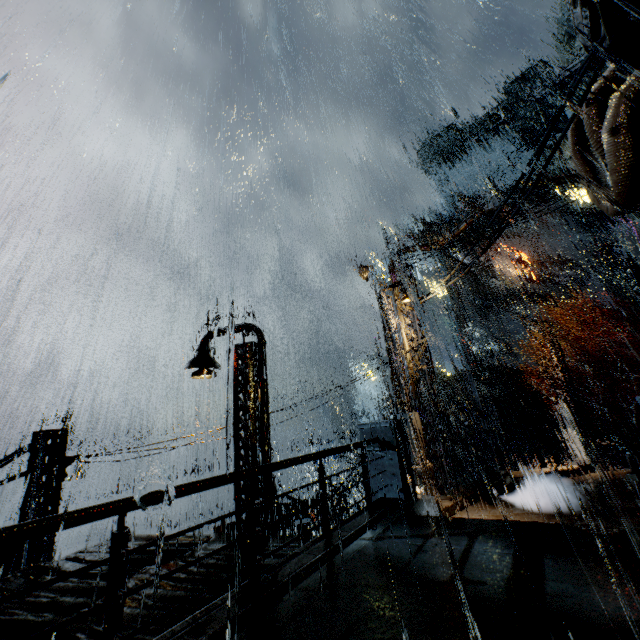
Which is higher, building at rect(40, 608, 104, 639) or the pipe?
building at rect(40, 608, 104, 639)

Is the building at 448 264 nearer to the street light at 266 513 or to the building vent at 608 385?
the street light at 266 513

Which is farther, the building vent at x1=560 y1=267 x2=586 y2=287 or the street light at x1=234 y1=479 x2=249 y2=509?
the building vent at x1=560 y1=267 x2=586 y2=287

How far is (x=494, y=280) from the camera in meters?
52.4

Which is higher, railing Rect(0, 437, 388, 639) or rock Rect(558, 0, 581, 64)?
rock Rect(558, 0, 581, 64)

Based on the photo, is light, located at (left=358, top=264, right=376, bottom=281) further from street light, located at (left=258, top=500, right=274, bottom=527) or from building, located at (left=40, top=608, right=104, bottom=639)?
street light, located at (left=258, top=500, right=274, bottom=527)

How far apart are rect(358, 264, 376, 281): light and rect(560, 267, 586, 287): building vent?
43.9m

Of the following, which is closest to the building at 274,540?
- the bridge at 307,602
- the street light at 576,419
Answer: the bridge at 307,602
